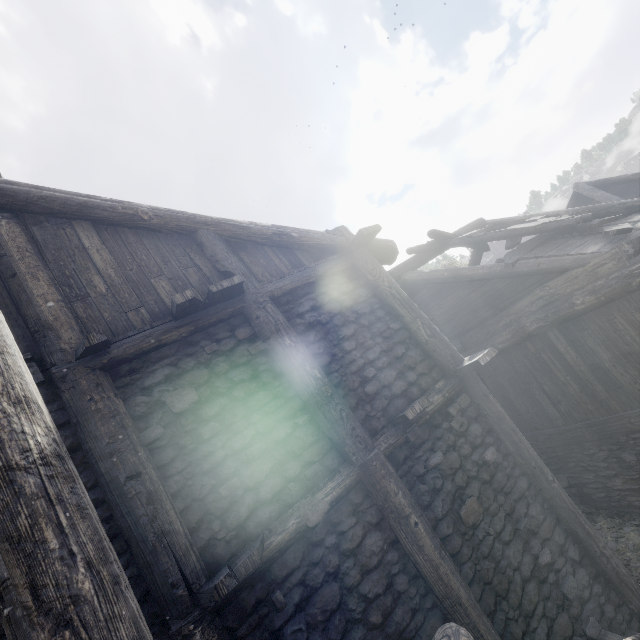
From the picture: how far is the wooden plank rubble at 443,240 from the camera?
7.10m

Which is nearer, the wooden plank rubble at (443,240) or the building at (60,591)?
the building at (60,591)

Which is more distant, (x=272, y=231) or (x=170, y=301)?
(x=272, y=231)

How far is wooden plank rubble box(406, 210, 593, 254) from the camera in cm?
710

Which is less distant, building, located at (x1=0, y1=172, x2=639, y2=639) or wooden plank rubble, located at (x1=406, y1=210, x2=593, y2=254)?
building, located at (x1=0, y1=172, x2=639, y2=639)
